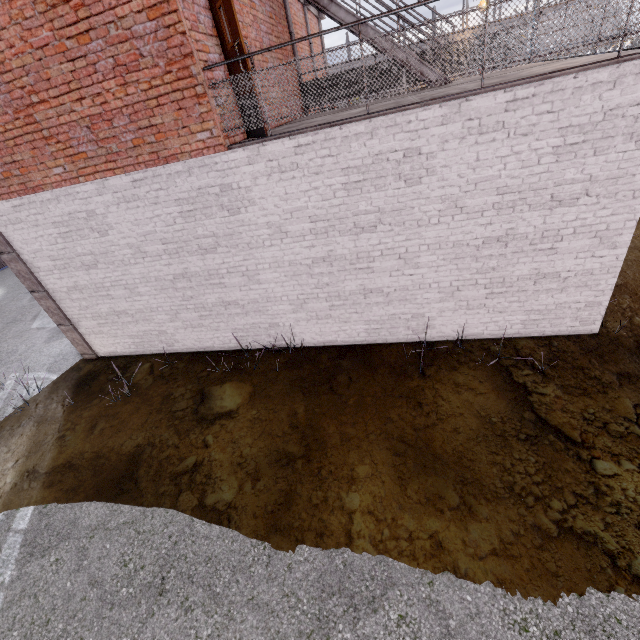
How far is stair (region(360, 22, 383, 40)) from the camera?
7.30m

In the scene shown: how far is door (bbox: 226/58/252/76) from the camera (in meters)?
4.70

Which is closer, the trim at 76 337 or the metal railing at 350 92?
the metal railing at 350 92

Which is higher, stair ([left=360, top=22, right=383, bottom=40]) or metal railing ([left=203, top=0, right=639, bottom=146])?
stair ([left=360, top=22, right=383, bottom=40])

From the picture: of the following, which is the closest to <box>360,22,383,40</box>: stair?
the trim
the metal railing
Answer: the metal railing

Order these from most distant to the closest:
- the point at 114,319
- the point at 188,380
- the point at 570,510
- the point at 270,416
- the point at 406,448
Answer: the point at 114,319, the point at 188,380, the point at 270,416, the point at 406,448, the point at 570,510

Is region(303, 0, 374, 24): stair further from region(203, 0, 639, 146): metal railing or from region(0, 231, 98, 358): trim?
region(0, 231, 98, 358): trim

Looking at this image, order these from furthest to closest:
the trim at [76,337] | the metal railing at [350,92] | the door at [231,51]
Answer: the trim at [76,337], the door at [231,51], the metal railing at [350,92]
